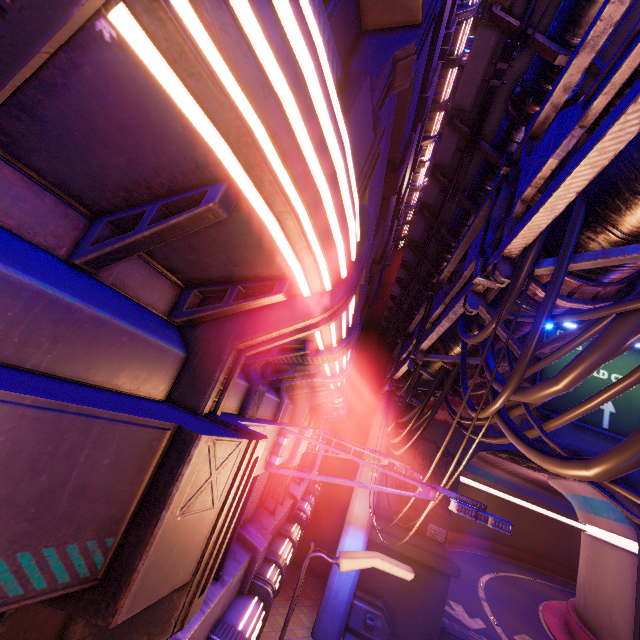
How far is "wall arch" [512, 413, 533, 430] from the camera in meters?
18.5

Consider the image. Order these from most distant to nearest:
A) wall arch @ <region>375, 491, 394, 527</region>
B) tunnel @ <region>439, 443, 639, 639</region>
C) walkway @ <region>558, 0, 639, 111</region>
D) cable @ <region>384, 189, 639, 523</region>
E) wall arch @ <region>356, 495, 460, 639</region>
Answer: tunnel @ <region>439, 443, 639, 639</region> → wall arch @ <region>375, 491, 394, 527</region> → wall arch @ <region>356, 495, 460, 639</region> → walkway @ <region>558, 0, 639, 111</region> → cable @ <region>384, 189, 639, 523</region>

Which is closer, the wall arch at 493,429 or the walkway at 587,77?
the walkway at 587,77

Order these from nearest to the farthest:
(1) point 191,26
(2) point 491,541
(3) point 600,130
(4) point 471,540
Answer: Answer: (1) point 191,26 < (3) point 600,130 < (4) point 471,540 < (2) point 491,541

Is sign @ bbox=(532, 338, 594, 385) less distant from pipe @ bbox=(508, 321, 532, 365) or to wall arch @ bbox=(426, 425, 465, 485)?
wall arch @ bbox=(426, 425, 465, 485)

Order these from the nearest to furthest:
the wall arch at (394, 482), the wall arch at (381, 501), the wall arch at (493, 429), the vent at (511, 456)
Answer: the wall arch at (381, 501) < the wall arch at (394, 482) < the wall arch at (493, 429) < the vent at (511, 456)

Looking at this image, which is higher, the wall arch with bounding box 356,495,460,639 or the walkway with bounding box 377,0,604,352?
the walkway with bounding box 377,0,604,352

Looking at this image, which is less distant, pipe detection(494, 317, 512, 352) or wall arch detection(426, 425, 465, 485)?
pipe detection(494, 317, 512, 352)
